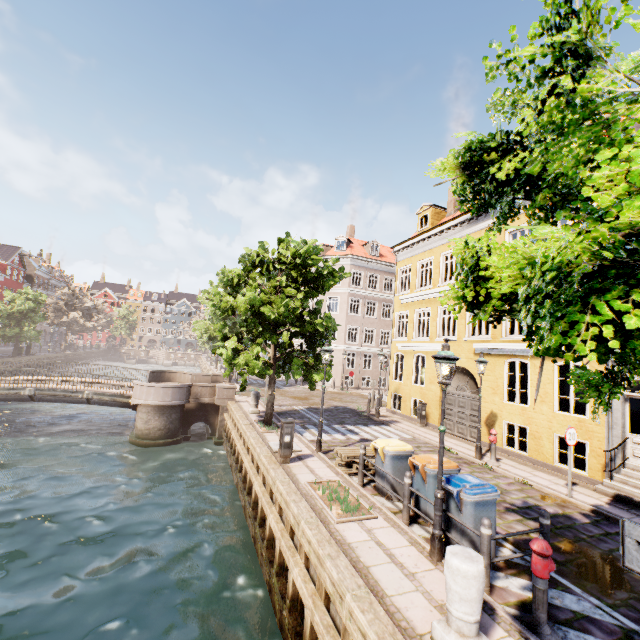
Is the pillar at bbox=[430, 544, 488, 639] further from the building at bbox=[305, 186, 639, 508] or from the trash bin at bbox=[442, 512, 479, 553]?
the building at bbox=[305, 186, 639, 508]

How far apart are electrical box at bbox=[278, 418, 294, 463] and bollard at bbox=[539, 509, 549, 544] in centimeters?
629cm

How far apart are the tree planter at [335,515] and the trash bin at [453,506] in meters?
1.2 m

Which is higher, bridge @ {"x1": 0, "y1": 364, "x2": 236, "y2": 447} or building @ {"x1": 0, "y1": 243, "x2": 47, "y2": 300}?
building @ {"x1": 0, "y1": 243, "x2": 47, "y2": 300}

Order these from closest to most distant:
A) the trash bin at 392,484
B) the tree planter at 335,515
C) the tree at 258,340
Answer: the tree planter at 335,515 → the trash bin at 392,484 → the tree at 258,340

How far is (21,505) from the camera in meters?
10.5 m

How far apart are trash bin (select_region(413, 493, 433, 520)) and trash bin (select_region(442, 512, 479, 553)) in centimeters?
36cm

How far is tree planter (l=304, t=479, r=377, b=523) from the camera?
6.73m
